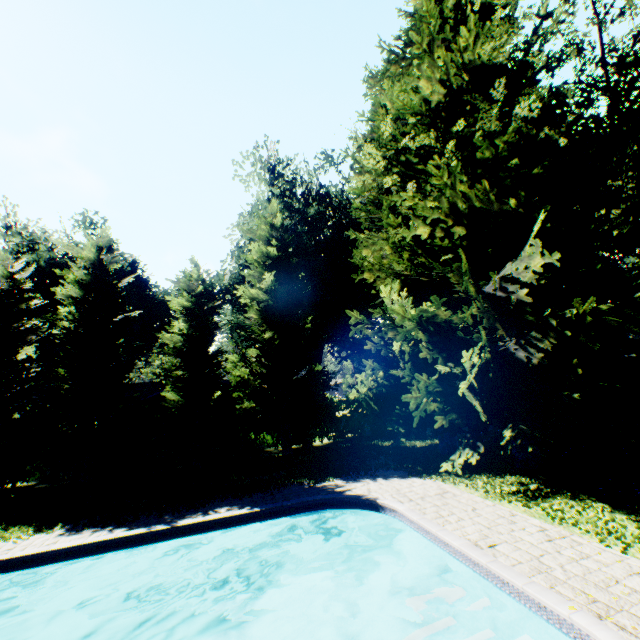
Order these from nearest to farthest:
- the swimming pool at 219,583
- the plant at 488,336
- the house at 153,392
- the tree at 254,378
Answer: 1. the swimming pool at 219,583
2. the plant at 488,336
3. the tree at 254,378
4. the house at 153,392

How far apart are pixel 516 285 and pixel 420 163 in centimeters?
686cm

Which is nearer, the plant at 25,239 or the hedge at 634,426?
the hedge at 634,426

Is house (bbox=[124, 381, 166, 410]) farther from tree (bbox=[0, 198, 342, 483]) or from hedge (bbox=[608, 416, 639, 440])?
hedge (bbox=[608, 416, 639, 440])

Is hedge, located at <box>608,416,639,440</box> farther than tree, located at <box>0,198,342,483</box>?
No

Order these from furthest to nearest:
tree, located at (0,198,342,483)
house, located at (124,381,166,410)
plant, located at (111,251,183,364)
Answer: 1. plant, located at (111,251,183,364)
2. house, located at (124,381,166,410)
3. tree, located at (0,198,342,483)

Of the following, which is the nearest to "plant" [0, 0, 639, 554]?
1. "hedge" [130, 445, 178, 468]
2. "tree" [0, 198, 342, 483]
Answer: "tree" [0, 198, 342, 483]

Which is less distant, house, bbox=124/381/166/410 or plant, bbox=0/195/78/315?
house, bbox=124/381/166/410
